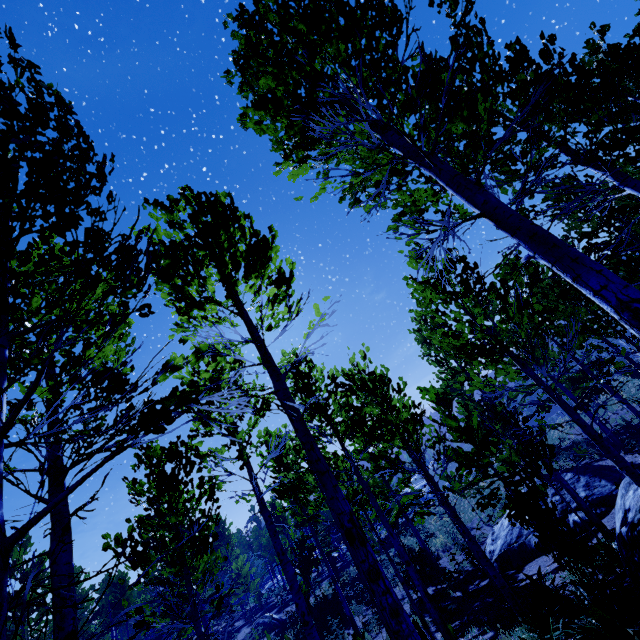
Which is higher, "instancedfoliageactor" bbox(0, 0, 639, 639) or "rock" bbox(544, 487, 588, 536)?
"instancedfoliageactor" bbox(0, 0, 639, 639)

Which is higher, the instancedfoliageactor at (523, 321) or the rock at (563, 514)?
the instancedfoliageactor at (523, 321)

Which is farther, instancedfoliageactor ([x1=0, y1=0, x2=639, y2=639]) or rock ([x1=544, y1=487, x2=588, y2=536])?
rock ([x1=544, y1=487, x2=588, y2=536])

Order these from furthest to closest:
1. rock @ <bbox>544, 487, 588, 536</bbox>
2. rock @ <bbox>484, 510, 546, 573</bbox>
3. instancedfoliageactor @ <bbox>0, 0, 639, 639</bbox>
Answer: rock @ <bbox>484, 510, 546, 573</bbox> < rock @ <bbox>544, 487, 588, 536</bbox> < instancedfoliageactor @ <bbox>0, 0, 639, 639</bbox>

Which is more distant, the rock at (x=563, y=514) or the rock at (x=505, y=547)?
the rock at (x=505, y=547)

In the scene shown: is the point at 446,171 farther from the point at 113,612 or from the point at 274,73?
the point at 113,612

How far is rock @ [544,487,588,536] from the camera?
12.27m

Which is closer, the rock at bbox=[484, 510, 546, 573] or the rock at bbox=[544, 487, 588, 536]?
the rock at bbox=[544, 487, 588, 536]
